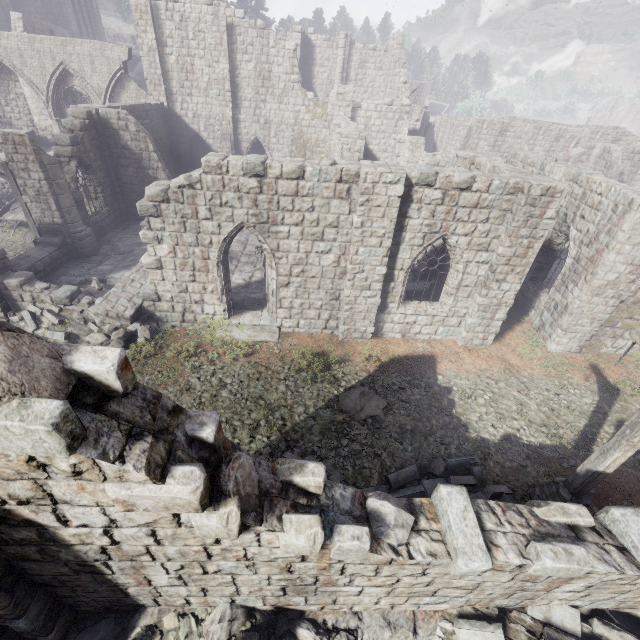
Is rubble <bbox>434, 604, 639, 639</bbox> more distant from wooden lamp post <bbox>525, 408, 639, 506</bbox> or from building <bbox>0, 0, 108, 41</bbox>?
building <bbox>0, 0, 108, 41</bbox>

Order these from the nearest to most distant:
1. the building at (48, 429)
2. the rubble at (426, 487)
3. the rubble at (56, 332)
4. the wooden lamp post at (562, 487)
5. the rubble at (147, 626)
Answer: the building at (48, 429) < the rubble at (147, 626) < the wooden lamp post at (562, 487) < the rubble at (426, 487) < the rubble at (56, 332)

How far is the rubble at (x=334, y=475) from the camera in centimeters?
797cm

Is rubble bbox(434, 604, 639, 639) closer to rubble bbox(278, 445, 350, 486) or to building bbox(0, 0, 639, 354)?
building bbox(0, 0, 639, 354)

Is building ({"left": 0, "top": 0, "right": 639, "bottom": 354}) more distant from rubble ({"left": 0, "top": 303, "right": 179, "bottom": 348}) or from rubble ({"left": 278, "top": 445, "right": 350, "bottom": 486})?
rubble ({"left": 278, "top": 445, "right": 350, "bottom": 486})

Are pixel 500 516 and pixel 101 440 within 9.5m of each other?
yes

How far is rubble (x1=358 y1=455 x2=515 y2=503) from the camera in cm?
758
